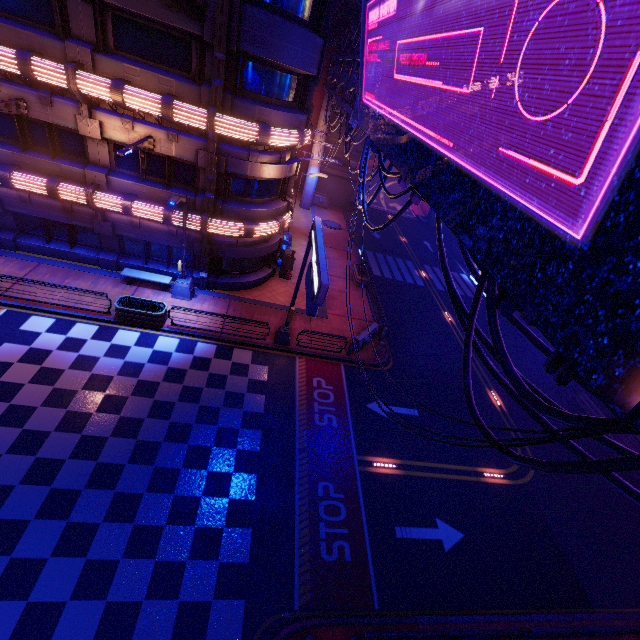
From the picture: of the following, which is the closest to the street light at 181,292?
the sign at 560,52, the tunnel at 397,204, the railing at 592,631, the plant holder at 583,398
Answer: the sign at 560,52

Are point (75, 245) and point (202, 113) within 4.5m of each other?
no

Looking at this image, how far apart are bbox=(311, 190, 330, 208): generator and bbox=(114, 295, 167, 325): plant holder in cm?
2405

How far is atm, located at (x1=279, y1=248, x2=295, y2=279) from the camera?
21.6m

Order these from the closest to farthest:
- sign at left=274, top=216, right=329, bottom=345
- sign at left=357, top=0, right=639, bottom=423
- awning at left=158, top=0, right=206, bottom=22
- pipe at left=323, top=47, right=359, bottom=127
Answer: sign at left=357, top=0, right=639, bottom=423 → sign at left=274, top=216, right=329, bottom=345 → awning at left=158, top=0, right=206, bottom=22 → pipe at left=323, top=47, right=359, bottom=127

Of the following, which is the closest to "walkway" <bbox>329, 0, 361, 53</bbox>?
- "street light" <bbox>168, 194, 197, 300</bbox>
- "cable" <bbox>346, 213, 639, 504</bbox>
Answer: "cable" <bbox>346, 213, 639, 504</bbox>

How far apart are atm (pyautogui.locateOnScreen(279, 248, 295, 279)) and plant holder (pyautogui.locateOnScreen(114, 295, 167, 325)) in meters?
8.3

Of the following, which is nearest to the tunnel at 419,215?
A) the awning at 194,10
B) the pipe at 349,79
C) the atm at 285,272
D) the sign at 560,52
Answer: the pipe at 349,79
